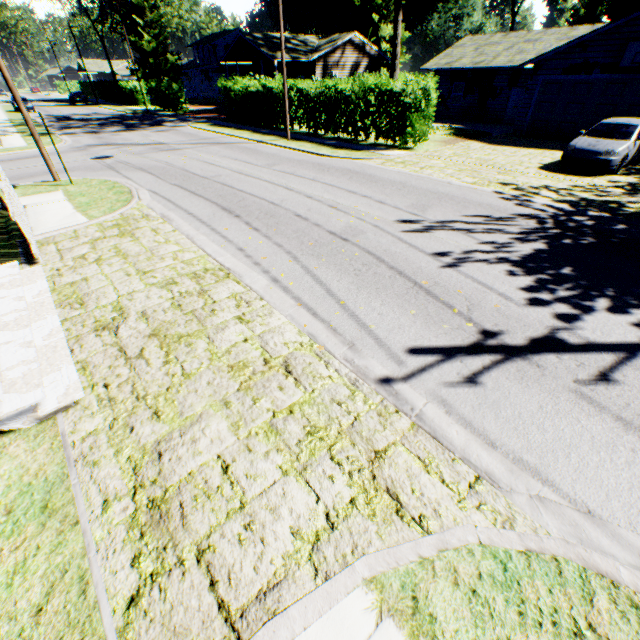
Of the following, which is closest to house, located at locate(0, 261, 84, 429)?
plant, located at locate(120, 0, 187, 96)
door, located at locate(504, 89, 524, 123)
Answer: door, located at locate(504, 89, 524, 123)

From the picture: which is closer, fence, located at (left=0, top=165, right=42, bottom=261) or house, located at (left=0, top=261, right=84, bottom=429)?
house, located at (left=0, top=261, right=84, bottom=429)

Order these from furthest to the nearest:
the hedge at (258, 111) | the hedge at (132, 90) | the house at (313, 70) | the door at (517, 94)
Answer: the hedge at (132, 90) → the house at (313, 70) → the door at (517, 94) → the hedge at (258, 111)

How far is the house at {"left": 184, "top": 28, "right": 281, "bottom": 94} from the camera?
31.3m

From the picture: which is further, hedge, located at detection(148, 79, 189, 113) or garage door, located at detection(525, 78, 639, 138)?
hedge, located at detection(148, 79, 189, 113)

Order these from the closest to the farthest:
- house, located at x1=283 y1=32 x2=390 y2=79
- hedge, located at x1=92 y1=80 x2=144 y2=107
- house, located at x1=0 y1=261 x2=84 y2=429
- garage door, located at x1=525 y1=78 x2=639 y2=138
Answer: house, located at x1=0 y1=261 x2=84 y2=429 < garage door, located at x1=525 y1=78 x2=639 y2=138 < house, located at x1=283 y1=32 x2=390 y2=79 < hedge, located at x1=92 y1=80 x2=144 y2=107

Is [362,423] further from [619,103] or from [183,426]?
[619,103]

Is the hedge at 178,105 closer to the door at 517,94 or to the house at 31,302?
the door at 517,94
